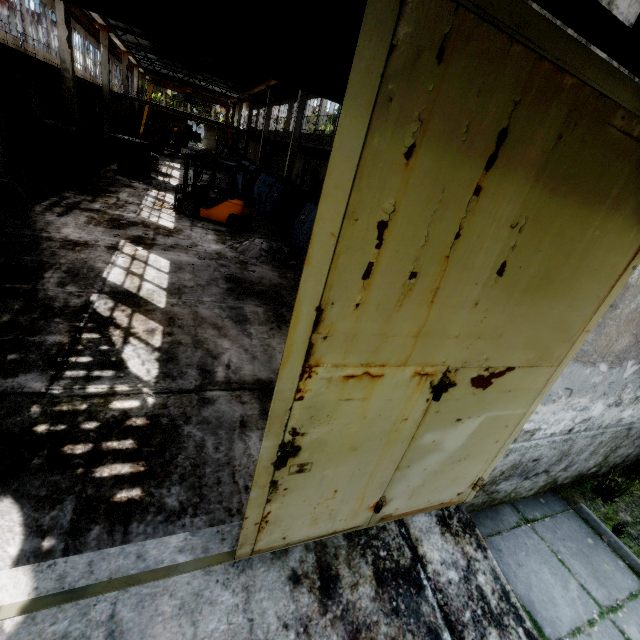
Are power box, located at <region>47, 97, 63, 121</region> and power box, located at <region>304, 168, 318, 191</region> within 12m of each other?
no

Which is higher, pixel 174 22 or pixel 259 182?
pixel 174 22

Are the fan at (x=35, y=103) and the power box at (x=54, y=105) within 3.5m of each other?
yes

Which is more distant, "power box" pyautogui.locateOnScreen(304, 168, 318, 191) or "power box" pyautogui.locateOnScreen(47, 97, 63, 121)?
"power box" pyautogui.locateOnScreen(304, 168, 318, 191)

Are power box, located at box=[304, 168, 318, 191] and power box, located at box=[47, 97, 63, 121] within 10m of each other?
no

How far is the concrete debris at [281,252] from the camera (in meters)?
10.07

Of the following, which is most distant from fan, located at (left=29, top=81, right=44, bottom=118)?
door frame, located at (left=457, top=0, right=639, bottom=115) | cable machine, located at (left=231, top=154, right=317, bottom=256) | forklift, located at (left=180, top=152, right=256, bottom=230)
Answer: door frame, located at (left=457, top=0, right=639, bottom=115)

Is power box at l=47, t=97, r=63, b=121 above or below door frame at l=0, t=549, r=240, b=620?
above
